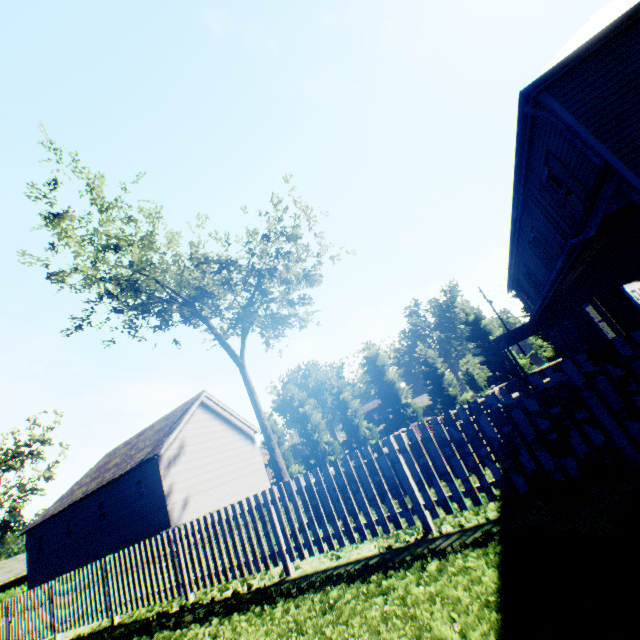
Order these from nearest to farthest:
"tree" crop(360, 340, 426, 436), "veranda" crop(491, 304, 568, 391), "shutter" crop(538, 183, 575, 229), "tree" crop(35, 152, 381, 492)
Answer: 1. "shutter" crop(538, 183, 575, 229)
2. "veranda" crop(491, 304, 568, 391)
3. "tree" crop(35, 152, 381, 492)
4. "tree" crop(360, 340, 426, 436)

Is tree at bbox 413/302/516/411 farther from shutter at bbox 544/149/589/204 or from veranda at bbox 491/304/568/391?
shutter at bbox 544/149/589/204

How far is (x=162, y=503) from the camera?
21.5m

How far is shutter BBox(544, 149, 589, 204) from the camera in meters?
8.2 m

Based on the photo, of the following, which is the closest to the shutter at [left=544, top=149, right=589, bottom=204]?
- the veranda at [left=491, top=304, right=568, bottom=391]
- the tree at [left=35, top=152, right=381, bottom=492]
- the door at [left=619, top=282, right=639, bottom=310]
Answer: the door at [left=619, top=282, right=639, bottom=310]

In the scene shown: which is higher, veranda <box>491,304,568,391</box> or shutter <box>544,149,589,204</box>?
shutter <box>544,149,589,204</box>

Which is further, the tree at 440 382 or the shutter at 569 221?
the tree at 440 382

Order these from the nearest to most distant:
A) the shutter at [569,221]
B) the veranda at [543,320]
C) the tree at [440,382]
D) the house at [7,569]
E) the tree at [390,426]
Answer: the shutter at [569,221] → the veranda at [543,320] → the tree at [440,382] → the tree at [390,426] → the house at [7,569]
